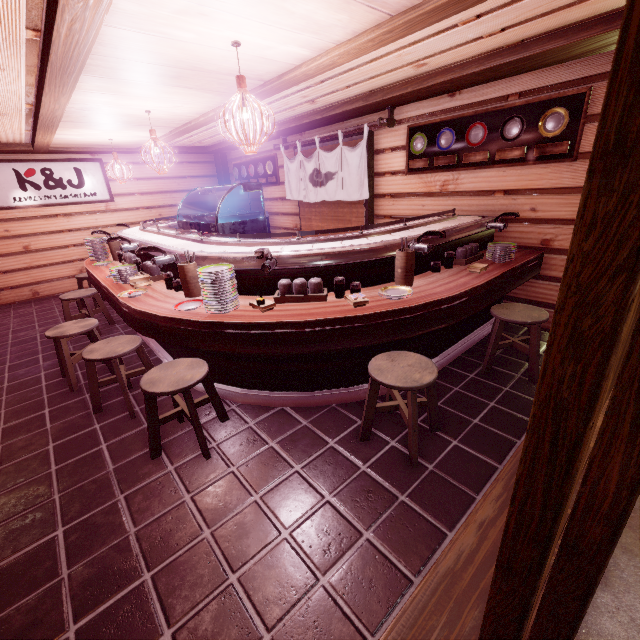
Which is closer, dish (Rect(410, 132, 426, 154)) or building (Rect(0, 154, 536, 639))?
building (Rect(0, 154, 536, 639))

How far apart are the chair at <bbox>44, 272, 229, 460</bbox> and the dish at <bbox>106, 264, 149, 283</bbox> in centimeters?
127cm

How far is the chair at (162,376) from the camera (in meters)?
4.32

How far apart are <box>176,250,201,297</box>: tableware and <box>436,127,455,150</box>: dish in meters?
6.3

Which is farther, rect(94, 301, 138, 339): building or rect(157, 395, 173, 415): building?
rect(94, 301, 138, 339): building

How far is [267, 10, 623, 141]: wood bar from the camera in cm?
481

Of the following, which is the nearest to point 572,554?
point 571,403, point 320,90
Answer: point 571,403

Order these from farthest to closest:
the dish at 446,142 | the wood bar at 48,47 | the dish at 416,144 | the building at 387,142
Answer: the dish at 416,144 → the dish at 446,142 → the building at 387,142 → the wood bar at 48,47
